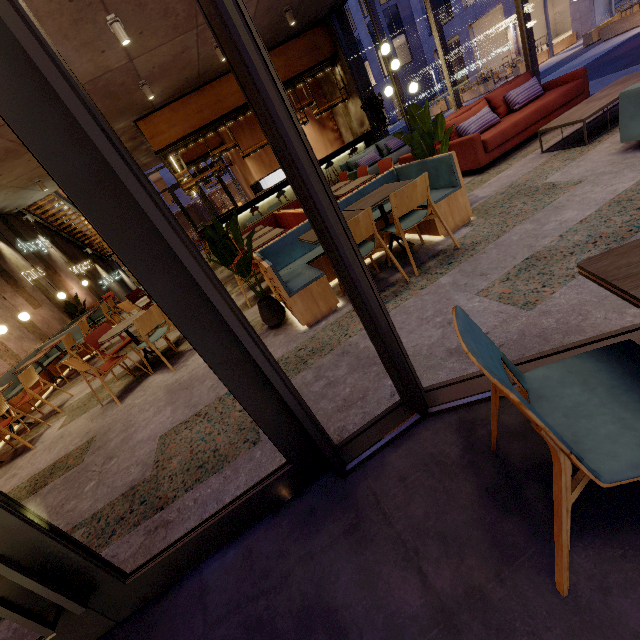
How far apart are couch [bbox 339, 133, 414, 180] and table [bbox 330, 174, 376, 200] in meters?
3.2 m

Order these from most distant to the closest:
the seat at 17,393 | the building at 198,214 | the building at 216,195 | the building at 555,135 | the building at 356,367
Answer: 1. the building at 216,195
2. the building at 198,214
3. the seat at 17,393
4. the building at 555,135
5. the building at 356,367

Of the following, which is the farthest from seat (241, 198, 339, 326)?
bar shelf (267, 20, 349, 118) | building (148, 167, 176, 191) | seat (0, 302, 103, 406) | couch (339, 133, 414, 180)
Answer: building (148, 167, 176, 191)

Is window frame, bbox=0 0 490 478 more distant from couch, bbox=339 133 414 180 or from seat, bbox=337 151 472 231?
seat, bbox=337 151 472 231

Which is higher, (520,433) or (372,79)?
(372,79)

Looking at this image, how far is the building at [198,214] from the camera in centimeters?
3253cm

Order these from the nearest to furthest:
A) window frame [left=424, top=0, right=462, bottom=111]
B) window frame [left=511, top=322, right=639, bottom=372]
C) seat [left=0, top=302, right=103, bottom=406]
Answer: window frame [left=511, top=322, right=639, bottom=372], seat [left=0, top=302, right=103, bottom=406], window frame [left=424, top=0, right=462, bottom=111]

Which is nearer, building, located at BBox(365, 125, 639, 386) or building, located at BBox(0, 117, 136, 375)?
building, located at BBox(365, 125, 639, 386)
